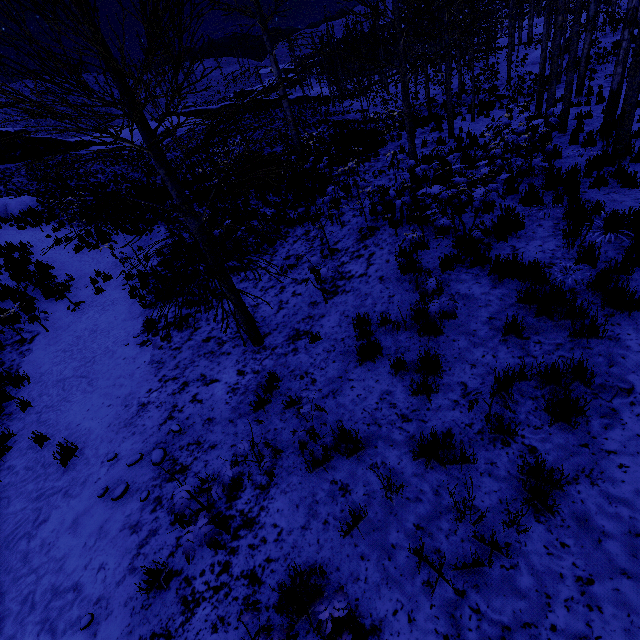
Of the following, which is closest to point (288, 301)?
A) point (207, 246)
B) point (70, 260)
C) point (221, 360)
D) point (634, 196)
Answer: point (221, 360)

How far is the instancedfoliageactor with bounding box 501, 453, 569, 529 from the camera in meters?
2.8 m

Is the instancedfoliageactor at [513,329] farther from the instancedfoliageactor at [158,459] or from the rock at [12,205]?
the rock at [12,205]

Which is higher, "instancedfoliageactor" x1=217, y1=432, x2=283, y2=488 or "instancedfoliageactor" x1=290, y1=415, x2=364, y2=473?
"instancedfoliageactor" x1=217, y1=432, x2=283, y2=488

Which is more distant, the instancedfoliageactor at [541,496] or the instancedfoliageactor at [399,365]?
the instancedfoliageactor at [399,365]

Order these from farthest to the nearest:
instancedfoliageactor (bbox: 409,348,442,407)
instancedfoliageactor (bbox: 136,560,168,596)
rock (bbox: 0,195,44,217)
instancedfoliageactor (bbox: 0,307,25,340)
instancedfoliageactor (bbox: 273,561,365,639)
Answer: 1. rock (bbox: 0,195,44,217)
2. instancedfoliageactor (bbox: 0,307,25,340)
3. instancedfoliageactor (bbox: 409,348,442,407)
4. instancedfoliageactor (bbox: 136,560,168,596)
5. instancedfoliageactor (bbox: 273,561,365,639)

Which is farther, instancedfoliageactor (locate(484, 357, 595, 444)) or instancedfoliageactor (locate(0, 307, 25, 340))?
instancedfoliageactor (locate(0, 307, 25, 340))

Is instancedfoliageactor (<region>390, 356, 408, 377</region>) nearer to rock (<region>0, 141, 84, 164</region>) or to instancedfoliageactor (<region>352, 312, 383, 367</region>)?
instancedfoliageactor (<region>352, 312, 383, 367</region>)
